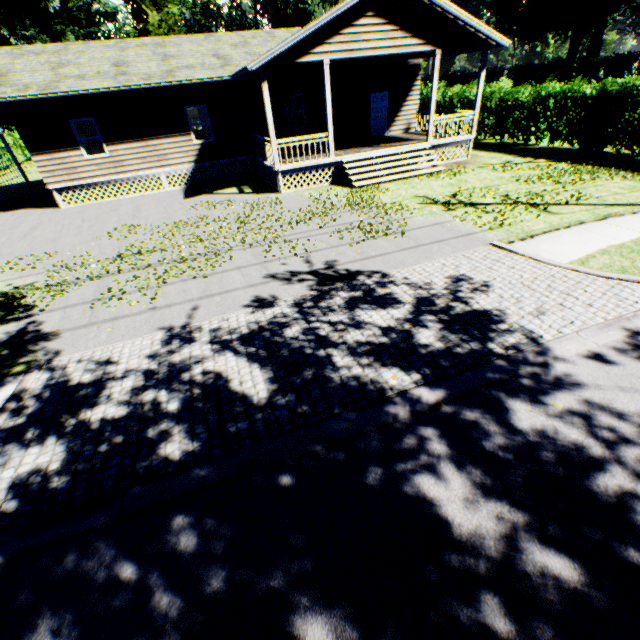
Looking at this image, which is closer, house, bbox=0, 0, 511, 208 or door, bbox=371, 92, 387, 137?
house, bbox=0, 0, 511, 208

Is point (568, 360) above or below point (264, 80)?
below

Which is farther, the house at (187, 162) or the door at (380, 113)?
the door at (380, 113)

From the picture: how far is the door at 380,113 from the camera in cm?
1814

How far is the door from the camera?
18.1 meters
